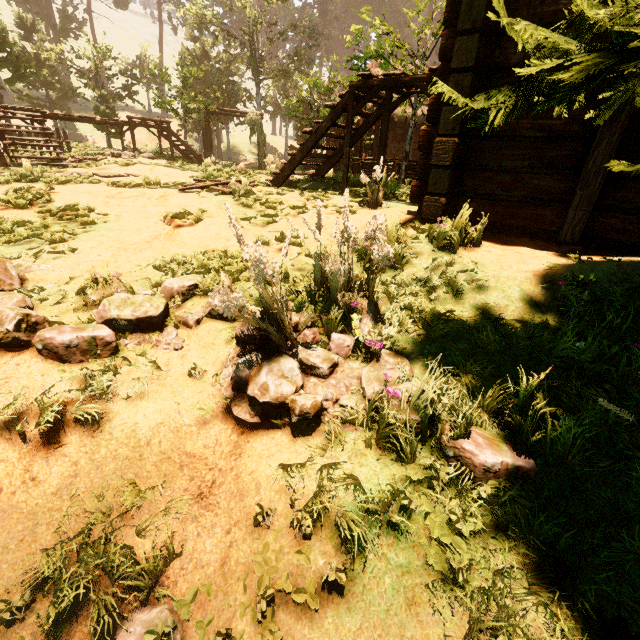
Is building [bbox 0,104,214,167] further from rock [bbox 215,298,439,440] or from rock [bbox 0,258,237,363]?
rock [bbox 0,258,237,363]

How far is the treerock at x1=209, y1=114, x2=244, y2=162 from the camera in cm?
2919

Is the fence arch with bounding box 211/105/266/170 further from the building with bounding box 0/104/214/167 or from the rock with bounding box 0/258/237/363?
the rock with bounding box 0/258/237/363

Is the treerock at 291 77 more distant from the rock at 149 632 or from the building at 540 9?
the rock at 149 632

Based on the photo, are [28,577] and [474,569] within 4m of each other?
yes

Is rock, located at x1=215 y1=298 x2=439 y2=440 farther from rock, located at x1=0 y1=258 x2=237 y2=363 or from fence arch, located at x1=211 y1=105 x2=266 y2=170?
fence arch, located at x1=211 y1=105 x2=266 y2=170

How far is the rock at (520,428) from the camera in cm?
215

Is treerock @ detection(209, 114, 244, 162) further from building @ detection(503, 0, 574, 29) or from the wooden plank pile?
the wooden plank pile
